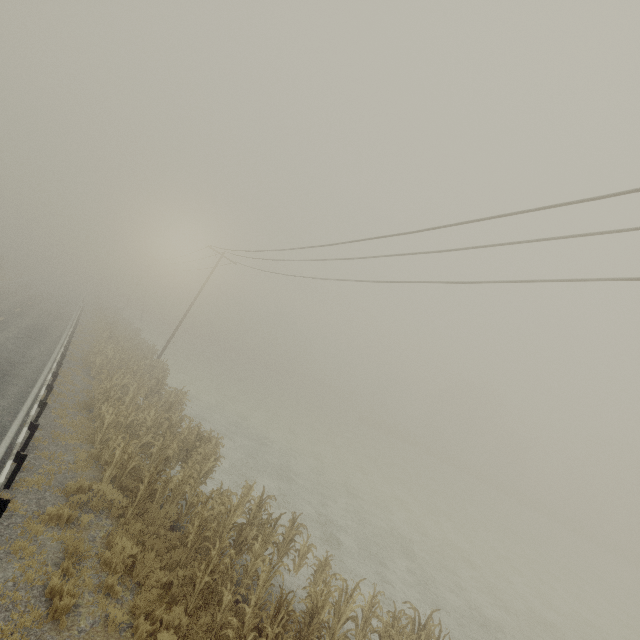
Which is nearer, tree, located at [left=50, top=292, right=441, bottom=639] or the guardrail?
tree, located at [left=50, top=292, right=441, bottom=639]

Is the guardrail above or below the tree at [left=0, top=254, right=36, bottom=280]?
below

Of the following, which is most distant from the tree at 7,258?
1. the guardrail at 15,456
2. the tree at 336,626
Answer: the tree at 336,626

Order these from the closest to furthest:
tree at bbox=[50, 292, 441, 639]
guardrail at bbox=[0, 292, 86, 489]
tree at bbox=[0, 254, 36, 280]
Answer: tree at bbox=[50, 292, 441, 639]
guardrail at bbox=[0, 292, 86, 489]
tree at bbox=[0, 254, 36, 280]

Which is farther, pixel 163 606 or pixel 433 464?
pixel 433 464

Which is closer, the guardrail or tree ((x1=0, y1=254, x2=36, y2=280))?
the guardrail

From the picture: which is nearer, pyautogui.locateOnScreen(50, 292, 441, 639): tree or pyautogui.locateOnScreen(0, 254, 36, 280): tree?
pyautogui.locateOnScreen(50, 292, 441, 639): tree

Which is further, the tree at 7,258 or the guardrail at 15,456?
the tree at 7,258
